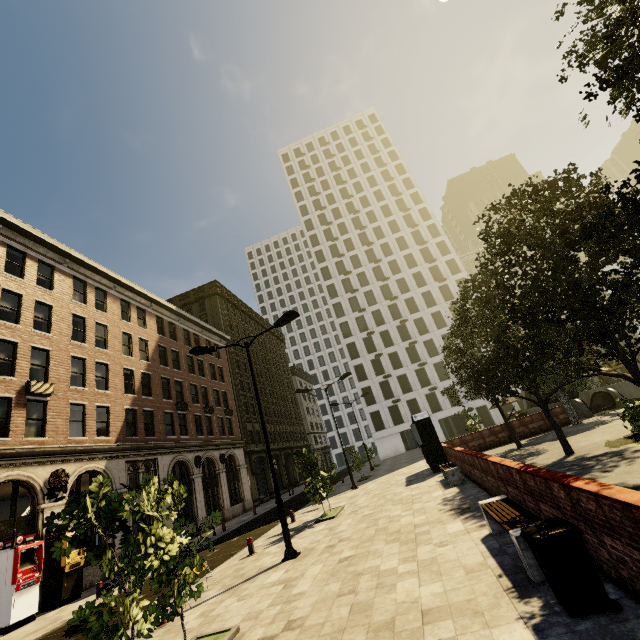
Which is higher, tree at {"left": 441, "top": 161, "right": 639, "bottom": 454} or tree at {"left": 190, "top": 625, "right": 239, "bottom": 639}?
tree at {"left": 441, "top": 161, "right": 639, "bottom": 454}

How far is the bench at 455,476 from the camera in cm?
1319

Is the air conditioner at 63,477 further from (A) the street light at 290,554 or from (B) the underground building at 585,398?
(B) the underground building at 585,398

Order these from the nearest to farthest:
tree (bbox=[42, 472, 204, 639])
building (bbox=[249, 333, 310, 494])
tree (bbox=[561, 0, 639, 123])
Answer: tree (bbox=[561, 0, 639, 123]) → tree (bbox=[42, 472, 204, 639]) → building (bbox=[249, 333, 310, 494])

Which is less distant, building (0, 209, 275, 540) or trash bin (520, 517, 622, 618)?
trash bin (520, 517, 622, 618)

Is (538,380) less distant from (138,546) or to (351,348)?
(138,546)

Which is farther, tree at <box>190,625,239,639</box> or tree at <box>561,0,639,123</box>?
tree at <box>190,625,239,639</box>

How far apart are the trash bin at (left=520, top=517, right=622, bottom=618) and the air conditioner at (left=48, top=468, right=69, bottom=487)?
20.49m
